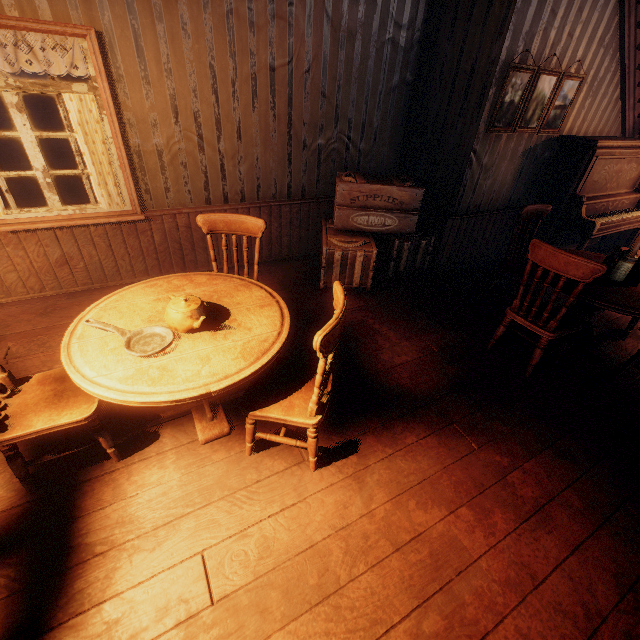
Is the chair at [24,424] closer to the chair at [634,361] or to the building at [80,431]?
the building at [80,431]

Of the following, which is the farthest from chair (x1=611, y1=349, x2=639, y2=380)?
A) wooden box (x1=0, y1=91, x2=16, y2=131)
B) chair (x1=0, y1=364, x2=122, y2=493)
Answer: wooden box (x1=0, y1=91, x2=16, y2=131)

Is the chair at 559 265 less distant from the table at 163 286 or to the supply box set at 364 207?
the supply box set at 364 207

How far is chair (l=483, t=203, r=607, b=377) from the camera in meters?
2.5

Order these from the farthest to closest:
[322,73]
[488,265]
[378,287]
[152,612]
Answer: [488,265], [378,287], [322,73], [152,612]

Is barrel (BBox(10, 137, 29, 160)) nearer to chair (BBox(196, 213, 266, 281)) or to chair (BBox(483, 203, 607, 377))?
chair (BBox(196, 213, 266, 281))

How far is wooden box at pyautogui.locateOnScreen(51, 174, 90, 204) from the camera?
4.37m

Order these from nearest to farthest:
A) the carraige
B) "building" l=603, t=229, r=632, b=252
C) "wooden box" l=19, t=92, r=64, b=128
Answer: "building" l=603, t=229, r=632, b=252 < the carraige < "wooden box" l=19, t=92, r=64, b=128
